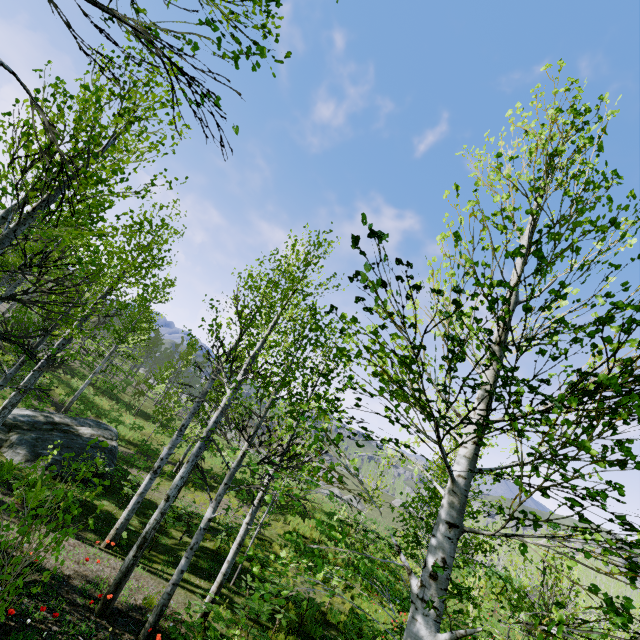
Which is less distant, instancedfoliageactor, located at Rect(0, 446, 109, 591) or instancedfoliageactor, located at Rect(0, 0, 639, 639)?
instancedfoliageactor, located at Rect(0, 0, 639, 639)

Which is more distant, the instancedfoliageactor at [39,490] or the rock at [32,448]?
the rock at [32,448]

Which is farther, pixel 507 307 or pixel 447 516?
pixel 507 307

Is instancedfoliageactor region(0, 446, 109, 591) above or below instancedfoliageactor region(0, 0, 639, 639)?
below

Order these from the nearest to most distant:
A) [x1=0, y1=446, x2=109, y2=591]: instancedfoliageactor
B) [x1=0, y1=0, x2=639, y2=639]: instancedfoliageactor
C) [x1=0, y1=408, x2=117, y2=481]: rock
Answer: [x1=0, y1=0, x2=639, y2=639]: instancedfoliageactor < [x1=0, y1=446, x2=109, y2=591]: instancedfoliageactor < [x1=0, y1=408, x2=117, y2=481]: rock

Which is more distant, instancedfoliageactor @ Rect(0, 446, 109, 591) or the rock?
the rock

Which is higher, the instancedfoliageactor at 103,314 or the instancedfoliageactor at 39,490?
the instancedfoliageactor at 103,314
